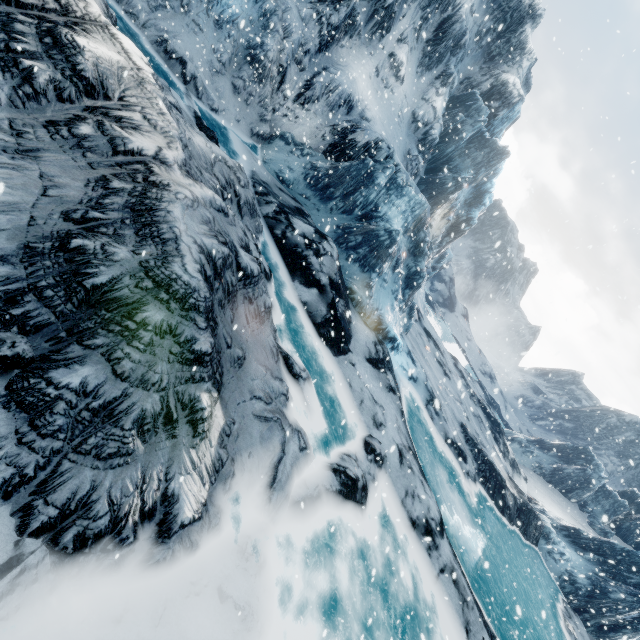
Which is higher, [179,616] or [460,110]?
[460,110]
